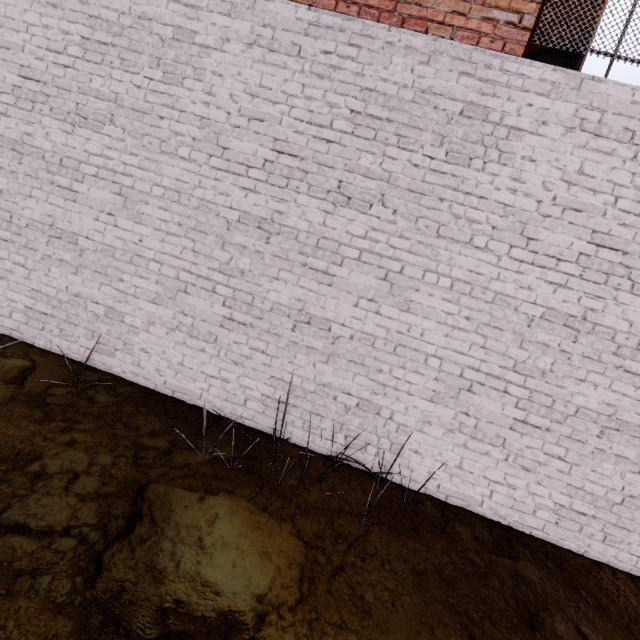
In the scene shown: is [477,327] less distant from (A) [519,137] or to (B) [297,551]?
(A) [519,137]

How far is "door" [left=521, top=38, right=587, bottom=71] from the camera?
3.1 meters

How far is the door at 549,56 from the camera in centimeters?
308cm
